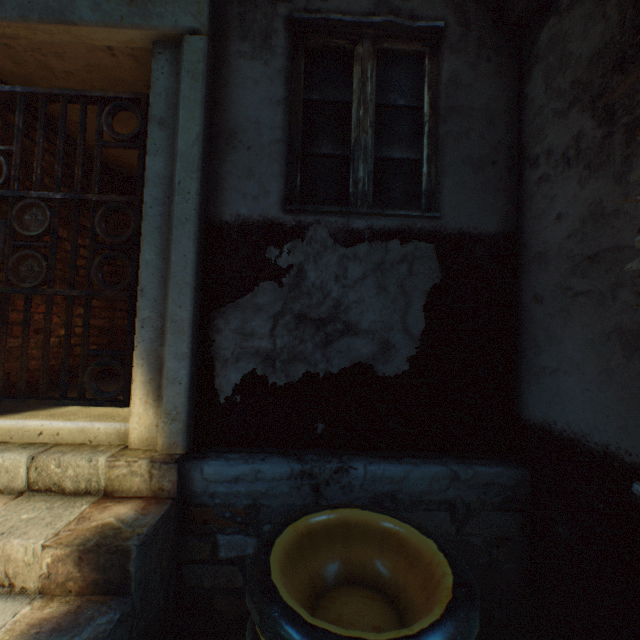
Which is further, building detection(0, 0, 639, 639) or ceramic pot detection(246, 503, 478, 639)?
building detection(0, 0, 639, 639)

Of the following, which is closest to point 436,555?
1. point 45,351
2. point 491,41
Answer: point 45,351

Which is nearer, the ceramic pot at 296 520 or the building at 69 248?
the ceramic pot at 296 520
